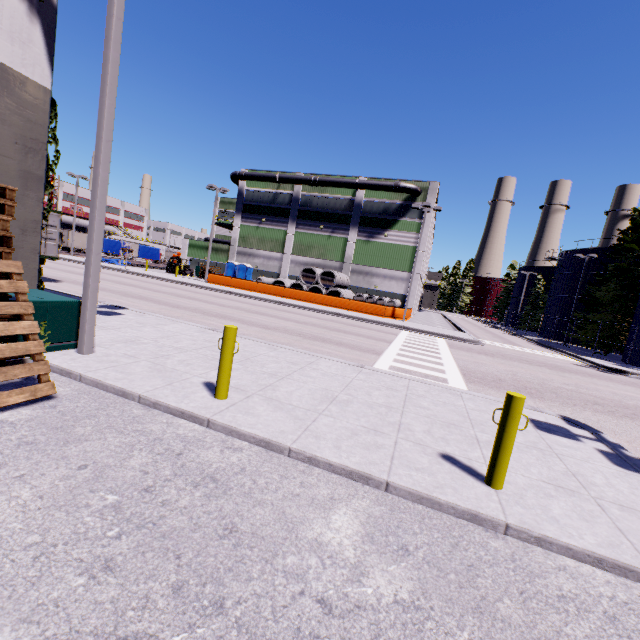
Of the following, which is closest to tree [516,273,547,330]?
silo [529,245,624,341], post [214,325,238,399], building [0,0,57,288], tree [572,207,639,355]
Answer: silo [529,245,624,341]

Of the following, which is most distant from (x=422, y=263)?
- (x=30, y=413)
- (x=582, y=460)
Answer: (x=30, y=413)

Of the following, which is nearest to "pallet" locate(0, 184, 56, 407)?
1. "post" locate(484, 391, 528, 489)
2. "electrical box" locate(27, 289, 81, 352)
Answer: "electrical box" locate(27, 289, 81, 352)

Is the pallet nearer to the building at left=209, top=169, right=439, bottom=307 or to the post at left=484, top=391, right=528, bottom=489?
the building at left=209, top=169, right=439, bottom=307

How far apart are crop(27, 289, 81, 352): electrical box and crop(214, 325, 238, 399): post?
3.30m

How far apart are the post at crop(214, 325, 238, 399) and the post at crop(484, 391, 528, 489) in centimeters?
367cm

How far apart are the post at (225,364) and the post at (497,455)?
3.7m

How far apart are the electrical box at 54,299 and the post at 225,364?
3.3m
